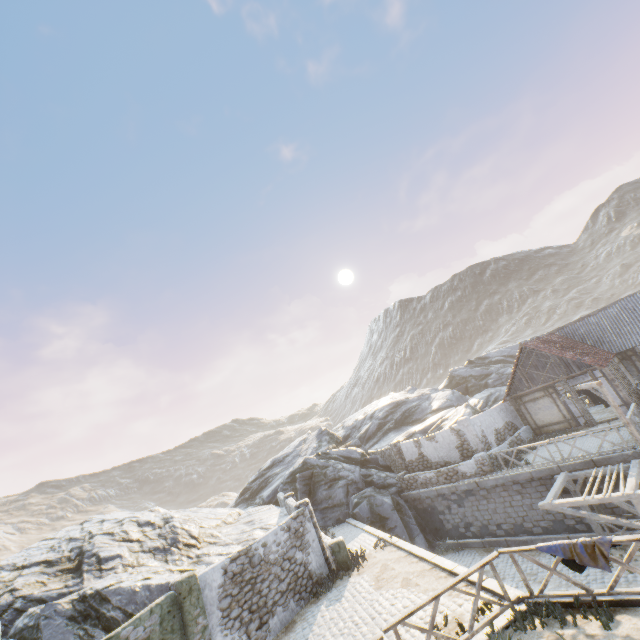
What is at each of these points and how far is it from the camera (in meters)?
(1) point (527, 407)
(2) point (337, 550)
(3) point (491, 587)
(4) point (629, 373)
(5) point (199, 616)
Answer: (1) building, 21.78
(2) stone column, 14.28
(3) stone blocks, 8.77
(4) building, 21.73
(5) stone column, 10.04

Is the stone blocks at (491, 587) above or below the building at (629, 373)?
below

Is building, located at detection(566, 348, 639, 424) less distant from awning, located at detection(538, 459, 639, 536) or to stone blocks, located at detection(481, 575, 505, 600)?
stone blocks, located at detection(481, 575, 505, 600)

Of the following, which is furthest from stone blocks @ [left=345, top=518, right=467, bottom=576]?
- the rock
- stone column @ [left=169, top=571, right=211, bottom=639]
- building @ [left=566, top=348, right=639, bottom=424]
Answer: stone column @ [left=169, top=571, right=211, bottom=639]

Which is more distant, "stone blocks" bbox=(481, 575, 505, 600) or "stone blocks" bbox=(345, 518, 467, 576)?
"stone blocks" bbox=(345, 518, 467, 576)

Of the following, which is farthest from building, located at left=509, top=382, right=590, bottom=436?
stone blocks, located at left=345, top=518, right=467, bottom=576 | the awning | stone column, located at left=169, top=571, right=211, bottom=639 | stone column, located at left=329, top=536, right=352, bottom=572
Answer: stone column, located at left=169, top=571, right=211, bottom=639

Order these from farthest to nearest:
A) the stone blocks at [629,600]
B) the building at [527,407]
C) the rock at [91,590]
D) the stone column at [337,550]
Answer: the building at [527,407] → the stone column at [337,550] → the rock at [91,590] → the stone blocks at [629,600]

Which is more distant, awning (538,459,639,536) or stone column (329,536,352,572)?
stone column (329,536,352,572)
